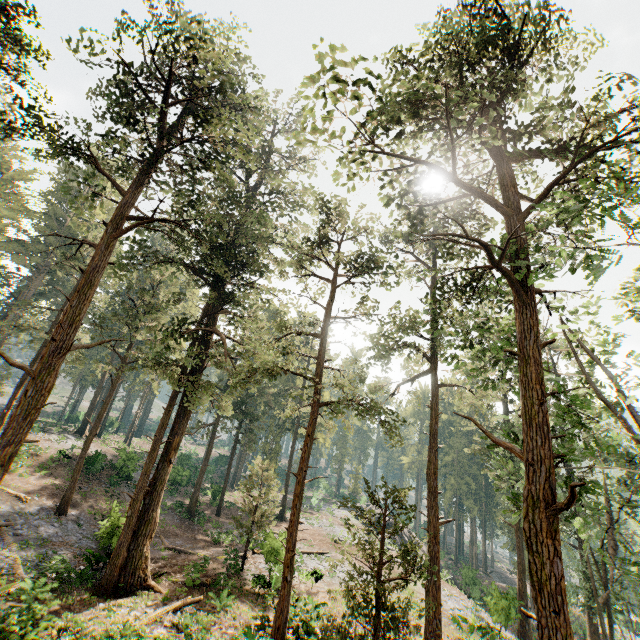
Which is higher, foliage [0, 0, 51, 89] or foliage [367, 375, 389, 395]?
foliage [0, 0, 51, 89]

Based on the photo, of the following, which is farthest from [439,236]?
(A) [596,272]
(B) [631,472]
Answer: (B) [631,472]

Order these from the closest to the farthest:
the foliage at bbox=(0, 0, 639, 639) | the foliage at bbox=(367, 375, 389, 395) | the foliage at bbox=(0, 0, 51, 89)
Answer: the foliage at bbox=(0, 0, 639, 639) < the foliage at bbox=(0, 0, 51, 89) < the foliage at bbox=(367, 375, 389, 395)

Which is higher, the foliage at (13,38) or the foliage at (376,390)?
the foliage at (13,38)

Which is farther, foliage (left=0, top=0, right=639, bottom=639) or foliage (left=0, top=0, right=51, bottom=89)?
foliage (left=0, top=0, right=51, bottom=89)

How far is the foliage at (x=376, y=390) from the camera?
23.2 meters
